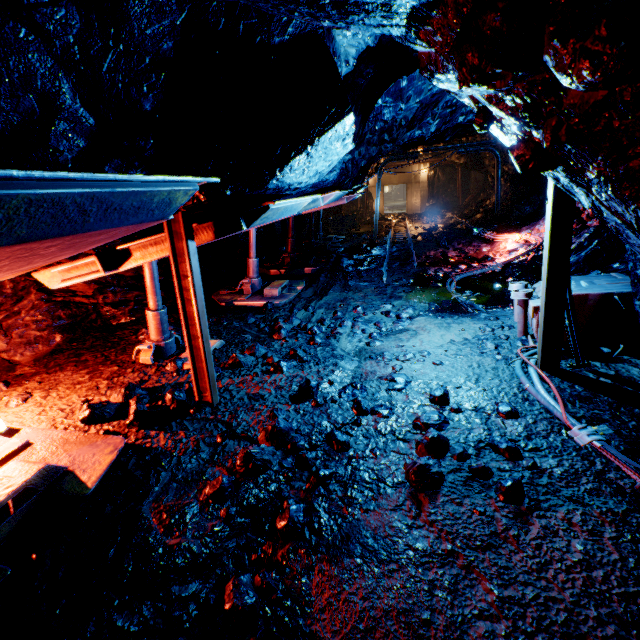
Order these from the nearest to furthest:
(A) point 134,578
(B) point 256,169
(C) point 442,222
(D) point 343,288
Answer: (A) point 134,578, (B) point 256,169, (D) point 343,288, (C) point 442,222

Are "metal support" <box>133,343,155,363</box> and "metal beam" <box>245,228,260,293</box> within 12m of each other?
yes

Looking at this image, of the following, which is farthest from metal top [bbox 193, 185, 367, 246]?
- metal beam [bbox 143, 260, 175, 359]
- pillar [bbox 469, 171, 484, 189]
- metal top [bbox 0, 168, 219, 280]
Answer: pillar [bbox 469, 171, 484, 189]

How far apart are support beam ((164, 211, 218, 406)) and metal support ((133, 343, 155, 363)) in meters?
1.4 m

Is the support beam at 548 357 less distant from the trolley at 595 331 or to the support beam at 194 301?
the trolley at 595 331

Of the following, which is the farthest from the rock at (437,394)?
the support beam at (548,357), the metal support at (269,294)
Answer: the metal support at (269,294)

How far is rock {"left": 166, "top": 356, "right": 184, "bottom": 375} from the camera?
4.1m
